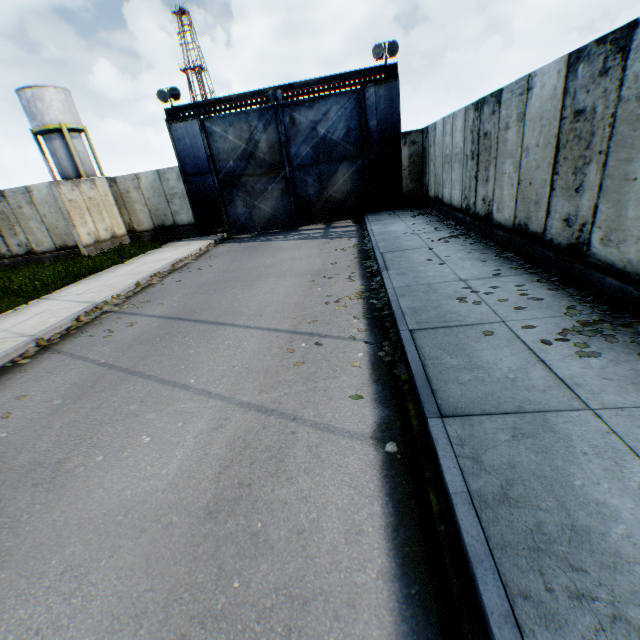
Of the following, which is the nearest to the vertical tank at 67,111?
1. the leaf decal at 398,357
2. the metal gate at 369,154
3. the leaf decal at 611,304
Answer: the metal gate at 369,154

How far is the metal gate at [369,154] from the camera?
14.67m

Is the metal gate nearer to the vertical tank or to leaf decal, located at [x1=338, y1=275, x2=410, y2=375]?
leaf decal, located at [x1=338, y1=275, x2=410, y2=375]

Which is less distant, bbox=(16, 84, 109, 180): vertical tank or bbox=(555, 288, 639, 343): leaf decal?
bbox=(555, 288, 639, 343): leaf decal

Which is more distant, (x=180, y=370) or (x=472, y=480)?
(x=180, y=370)

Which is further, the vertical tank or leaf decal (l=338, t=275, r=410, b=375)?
the vertical tank

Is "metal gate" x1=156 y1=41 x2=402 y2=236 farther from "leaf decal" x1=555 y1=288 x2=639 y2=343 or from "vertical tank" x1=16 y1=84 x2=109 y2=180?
"vertical tank" x1=16 y1=84 x2=109 y2=180

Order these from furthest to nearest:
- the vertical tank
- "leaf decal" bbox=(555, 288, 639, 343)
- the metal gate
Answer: the vertical tank
the metal gate
"leaf decal" bbox=(555, 288, 639, 343)
